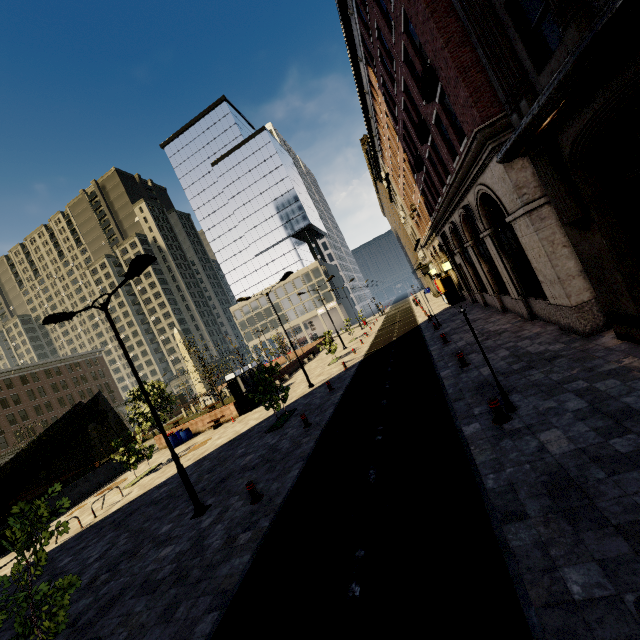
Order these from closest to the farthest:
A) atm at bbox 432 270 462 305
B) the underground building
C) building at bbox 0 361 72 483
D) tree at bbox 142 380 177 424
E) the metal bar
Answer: the metal bar, the underground building, tree at bbox 142 380 177 424, atm at bbox 432 270 462 305, building at bbox 0 361 72 483

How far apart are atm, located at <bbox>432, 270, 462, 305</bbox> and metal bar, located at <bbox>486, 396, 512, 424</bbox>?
23.5 meters

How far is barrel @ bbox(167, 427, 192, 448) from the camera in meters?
24.5 m

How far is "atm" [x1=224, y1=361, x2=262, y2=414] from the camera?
24.7m

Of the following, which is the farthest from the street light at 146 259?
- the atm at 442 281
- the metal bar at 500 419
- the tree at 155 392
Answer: the atm at 442 281

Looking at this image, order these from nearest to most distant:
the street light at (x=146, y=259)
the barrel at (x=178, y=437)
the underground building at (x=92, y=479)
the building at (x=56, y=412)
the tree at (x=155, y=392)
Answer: the street light at (x=146, y=259), the underground building at (x=92, y=479), the barrel at (x=178, y=437), the tree at (x=155, y=392), the building at (x=56, y=412)

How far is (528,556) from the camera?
4.1m

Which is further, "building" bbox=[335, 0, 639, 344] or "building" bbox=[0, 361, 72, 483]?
"building" bbox=[0, 361, 72, 483]
